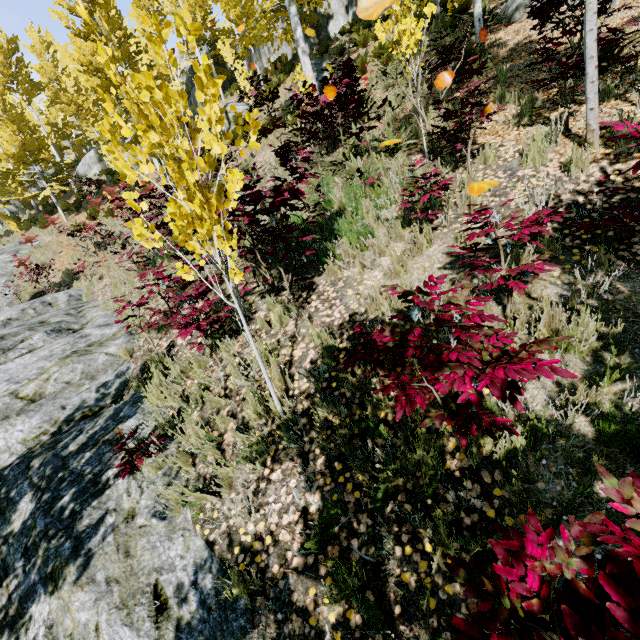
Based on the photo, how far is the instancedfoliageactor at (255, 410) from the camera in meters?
3.5 m

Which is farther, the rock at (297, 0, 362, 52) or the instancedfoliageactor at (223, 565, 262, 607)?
the rock at (297, 0, 362, 52)

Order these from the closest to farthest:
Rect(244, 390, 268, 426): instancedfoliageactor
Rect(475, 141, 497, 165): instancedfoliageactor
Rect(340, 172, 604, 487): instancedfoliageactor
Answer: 1. Rect(340, 172, 604, 487): instancedfoliageactor
2. Rect(244, 390, 268, 426): instancedfoliageactor
3. Rect(475, 141, 497, 165): instancedfoliageactor

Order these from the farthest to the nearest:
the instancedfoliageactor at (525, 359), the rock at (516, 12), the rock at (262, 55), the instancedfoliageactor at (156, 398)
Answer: the rock at (262, 55), the rock at (516, 12), the instancedfoliageactor at (156, 398), the instancedfoliageactor at (525, 359)

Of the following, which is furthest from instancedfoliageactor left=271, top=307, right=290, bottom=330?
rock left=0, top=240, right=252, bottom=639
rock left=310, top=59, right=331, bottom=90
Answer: rock left=310, top=59, right=331, bottom=90

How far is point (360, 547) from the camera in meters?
2.4 m

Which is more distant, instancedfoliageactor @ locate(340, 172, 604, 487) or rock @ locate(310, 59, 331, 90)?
rock @ locate(310, 59, 331, 90)

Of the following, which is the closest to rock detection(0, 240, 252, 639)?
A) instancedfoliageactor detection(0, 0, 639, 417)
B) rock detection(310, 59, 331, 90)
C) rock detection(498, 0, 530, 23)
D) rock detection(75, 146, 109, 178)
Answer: instancedfoliageactor detection(0, 0, 639, 417)
